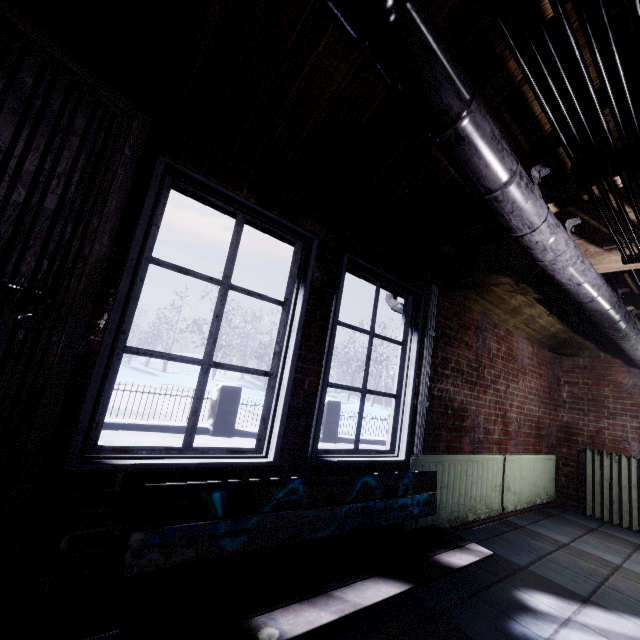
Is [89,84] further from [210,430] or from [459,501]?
[210,430]

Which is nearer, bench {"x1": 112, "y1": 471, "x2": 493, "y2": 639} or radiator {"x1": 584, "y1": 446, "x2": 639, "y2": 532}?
bench {"x1": 112, "y1": 471, "x2": 493, "y2": 639}

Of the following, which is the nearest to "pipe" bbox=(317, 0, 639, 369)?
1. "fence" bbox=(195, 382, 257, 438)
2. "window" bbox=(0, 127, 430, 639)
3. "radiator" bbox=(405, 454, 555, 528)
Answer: "window" bbox=(0, 127, 430, 639)

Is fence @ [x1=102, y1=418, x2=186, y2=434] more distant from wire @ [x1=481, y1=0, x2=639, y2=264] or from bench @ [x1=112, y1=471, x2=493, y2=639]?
wire @ [x1=481, y1=0, x2=639, y2=264]

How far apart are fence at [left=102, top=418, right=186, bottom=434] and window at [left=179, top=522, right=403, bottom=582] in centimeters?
400cm

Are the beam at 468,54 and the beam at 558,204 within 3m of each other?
yes

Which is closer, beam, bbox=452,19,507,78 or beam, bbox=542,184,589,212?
beam, bbox=452,19,507,78

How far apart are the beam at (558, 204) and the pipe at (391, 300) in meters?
0.5 m
